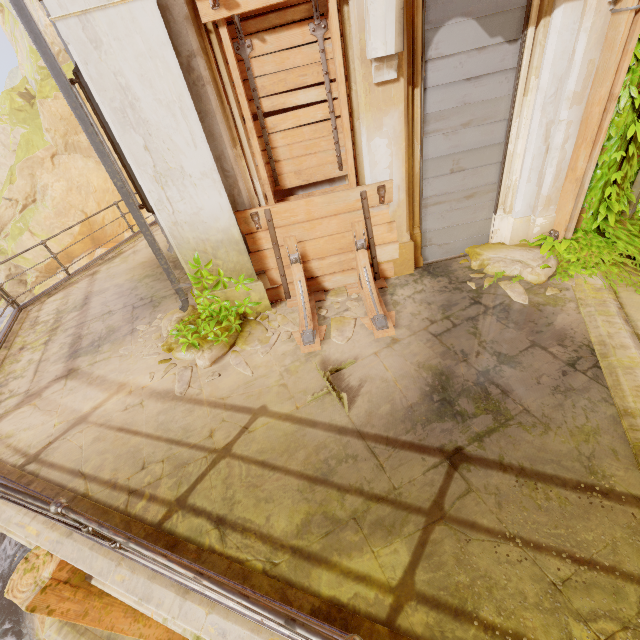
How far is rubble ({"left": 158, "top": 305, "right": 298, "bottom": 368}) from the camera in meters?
4.6 m

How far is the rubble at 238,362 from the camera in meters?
4.3 m

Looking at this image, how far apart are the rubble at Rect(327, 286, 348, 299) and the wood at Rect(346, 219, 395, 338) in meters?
0.0

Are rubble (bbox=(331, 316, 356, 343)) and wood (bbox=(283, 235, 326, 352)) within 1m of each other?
yes

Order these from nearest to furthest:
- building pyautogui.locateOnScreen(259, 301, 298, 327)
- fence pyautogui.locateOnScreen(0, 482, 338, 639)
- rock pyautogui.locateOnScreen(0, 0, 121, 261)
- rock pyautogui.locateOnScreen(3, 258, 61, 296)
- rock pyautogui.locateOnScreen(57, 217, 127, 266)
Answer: fence pyautogui.locateOnScreen(0, 482, 338, 639), building pyautogui.locateOnScreen(259, 301, 298, 327), rock pyautogui.locateOnScreen(0, 0, 121, 261), rock pyautogui.locateOnScreen(3, 258, 61, 296), rock pyautogui.locateOnScreen(57, 217, 127, 266)

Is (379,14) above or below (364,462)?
above

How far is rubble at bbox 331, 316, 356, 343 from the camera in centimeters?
448cm
